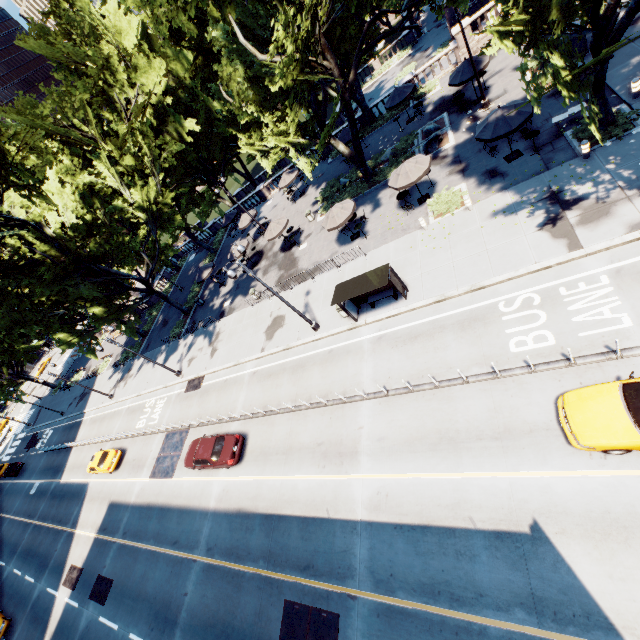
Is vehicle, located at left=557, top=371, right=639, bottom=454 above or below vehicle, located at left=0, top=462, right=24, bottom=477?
below

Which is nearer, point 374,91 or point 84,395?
point 374,91

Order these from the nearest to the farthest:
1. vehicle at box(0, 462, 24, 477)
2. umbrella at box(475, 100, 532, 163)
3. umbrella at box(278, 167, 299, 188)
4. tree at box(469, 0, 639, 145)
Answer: tree at box(469, 0, 639, 145) < umbrella at box(475, 100, 532, 163) < umbrella at box(278, 167, 299, 188) < vehicle at box(0, 462, 24, 477)

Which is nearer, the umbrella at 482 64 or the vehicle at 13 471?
the umbrella at 482 64

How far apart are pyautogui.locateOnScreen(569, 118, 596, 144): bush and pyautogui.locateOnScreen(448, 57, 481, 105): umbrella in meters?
8.7 m

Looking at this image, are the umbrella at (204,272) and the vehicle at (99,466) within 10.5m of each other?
no

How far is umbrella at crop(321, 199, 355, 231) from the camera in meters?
21.8 m

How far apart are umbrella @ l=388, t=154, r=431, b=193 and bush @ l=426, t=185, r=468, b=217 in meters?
1.6 m
